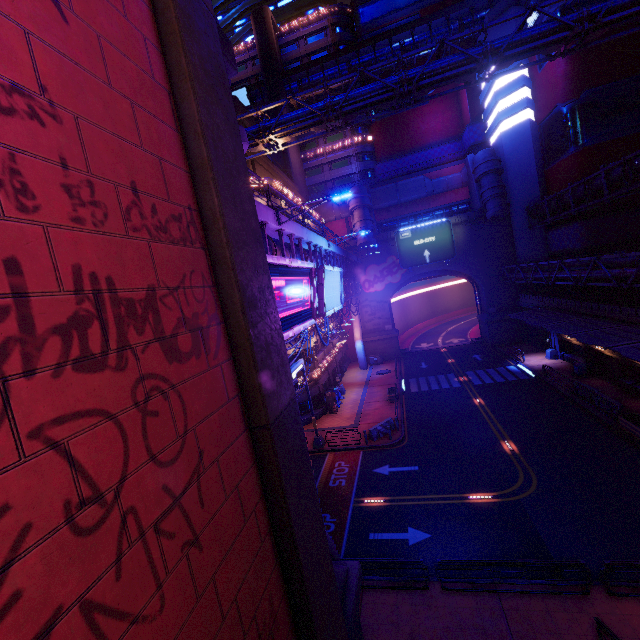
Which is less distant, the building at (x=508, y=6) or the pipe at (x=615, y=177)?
the pipe at (x=615, y=177)

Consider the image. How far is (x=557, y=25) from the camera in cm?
1842

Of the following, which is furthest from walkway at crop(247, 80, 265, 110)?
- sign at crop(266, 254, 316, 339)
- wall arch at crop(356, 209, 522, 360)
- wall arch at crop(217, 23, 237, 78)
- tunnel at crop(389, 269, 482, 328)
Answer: wall arch at crop(217, 23, 237, 78)

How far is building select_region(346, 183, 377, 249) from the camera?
43.41m

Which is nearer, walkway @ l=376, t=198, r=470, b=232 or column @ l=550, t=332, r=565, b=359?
column @ l=550, t=332, r=565, b=359

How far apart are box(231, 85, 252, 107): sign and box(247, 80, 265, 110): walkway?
0.01m

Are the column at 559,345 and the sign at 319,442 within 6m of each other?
no

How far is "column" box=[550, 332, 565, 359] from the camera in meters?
33.8 m
